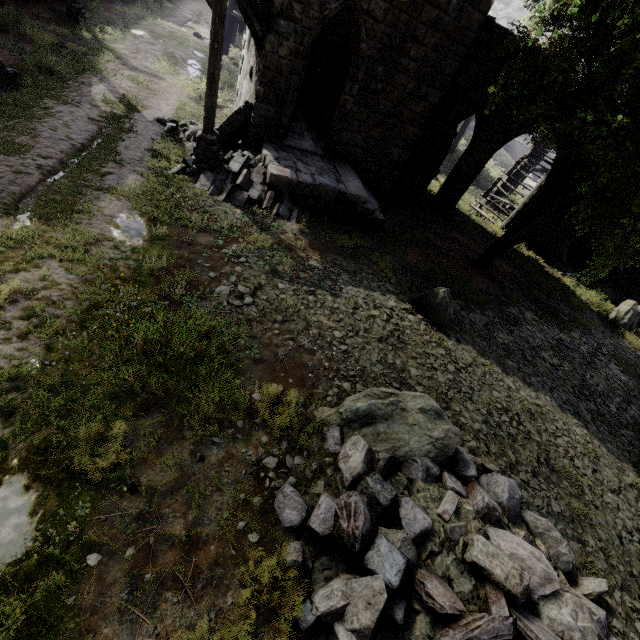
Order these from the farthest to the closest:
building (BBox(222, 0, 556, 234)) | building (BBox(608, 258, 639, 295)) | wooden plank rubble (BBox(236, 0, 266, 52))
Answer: building (BBox(608, 258, 639, 295)), building (BBox(222, 0, 556, 234)), wooden plank rubble (BBox(236, 0, 266, 52))

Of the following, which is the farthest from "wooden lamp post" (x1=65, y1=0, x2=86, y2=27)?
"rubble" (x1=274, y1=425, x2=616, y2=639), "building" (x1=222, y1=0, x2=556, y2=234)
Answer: "rubble" (x1=274, y1=425, x2=616, y2=639)

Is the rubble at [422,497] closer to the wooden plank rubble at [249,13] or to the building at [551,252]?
the building at [551,252]

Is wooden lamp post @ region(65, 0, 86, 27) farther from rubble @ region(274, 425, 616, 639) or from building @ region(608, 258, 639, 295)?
rubble @ region(274, 425, 616, 639)

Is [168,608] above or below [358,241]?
above

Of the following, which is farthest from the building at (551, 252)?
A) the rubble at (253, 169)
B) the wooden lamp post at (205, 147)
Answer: the wooden lamp post at (205, 147)

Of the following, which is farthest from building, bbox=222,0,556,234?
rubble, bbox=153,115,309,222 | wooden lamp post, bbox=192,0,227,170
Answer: wooden lamp post, bbox=192,0,227,170

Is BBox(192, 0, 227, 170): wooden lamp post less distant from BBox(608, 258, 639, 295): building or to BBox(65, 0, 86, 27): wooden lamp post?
BBox(608, 258, 639, 295): building
